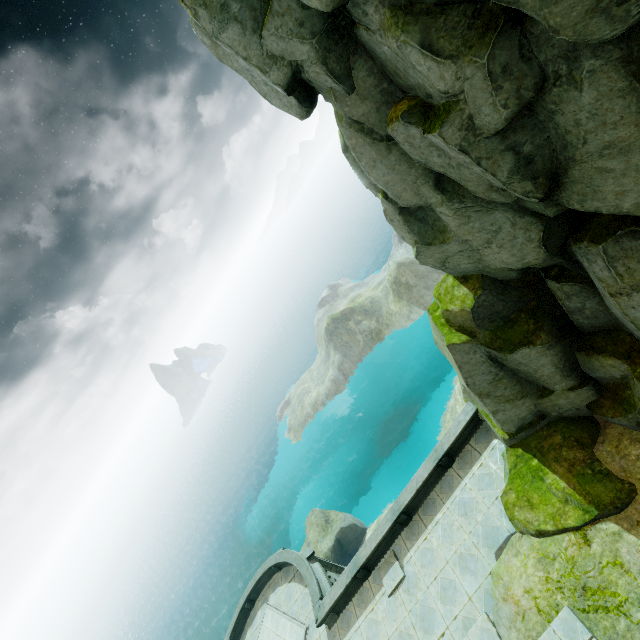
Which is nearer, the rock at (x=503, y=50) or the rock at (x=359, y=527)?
the rock at (x=503, y=50)

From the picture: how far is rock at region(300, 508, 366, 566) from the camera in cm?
3034

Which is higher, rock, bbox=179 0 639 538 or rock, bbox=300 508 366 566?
rock, bbox=179 0 639 538

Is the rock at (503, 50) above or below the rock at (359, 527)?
above

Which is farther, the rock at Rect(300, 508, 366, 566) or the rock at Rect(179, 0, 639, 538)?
the rock at Rect(300, 508, 366, 566)

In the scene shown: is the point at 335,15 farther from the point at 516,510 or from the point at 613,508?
the point at 516,510
